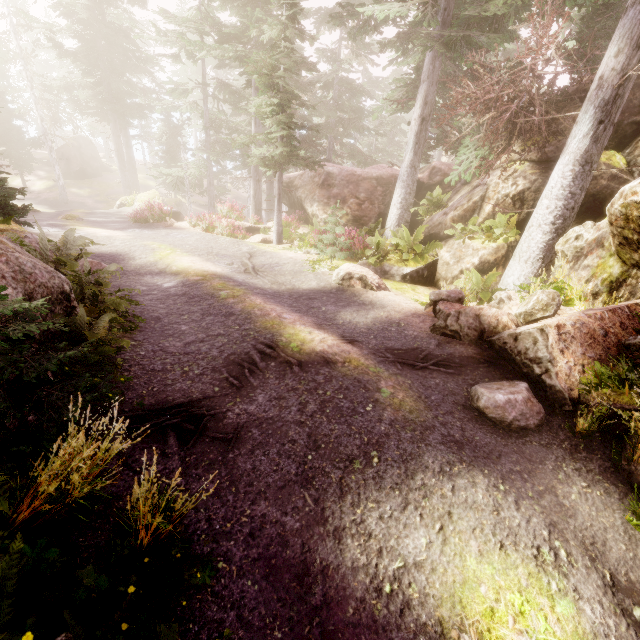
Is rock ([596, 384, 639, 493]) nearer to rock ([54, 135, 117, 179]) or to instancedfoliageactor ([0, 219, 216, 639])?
instancedfoliageactor ([0, 219, 216, 639])

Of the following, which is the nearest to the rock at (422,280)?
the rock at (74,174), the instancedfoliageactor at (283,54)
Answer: the instancedfoliageactor at (283,54)

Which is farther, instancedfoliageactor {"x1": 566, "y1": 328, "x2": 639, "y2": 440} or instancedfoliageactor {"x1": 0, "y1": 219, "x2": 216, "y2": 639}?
instancedfoliageactor {"x1": 566, "y1": 328, "x2": 639, "y2": 440}

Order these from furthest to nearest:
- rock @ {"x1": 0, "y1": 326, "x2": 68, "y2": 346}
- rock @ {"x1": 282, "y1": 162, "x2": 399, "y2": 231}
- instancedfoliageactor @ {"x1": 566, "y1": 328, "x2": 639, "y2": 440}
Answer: rock @ {"x1": 282, "y1": 162, "x2": 399, "y2": 231} < instancedfoliageactor @ {"x1": 566, "y1": 328, "x2": 639, "y2": 440} < rock @ {"x1": 0, "y1": 326, "x2": 68, "y2": 346}

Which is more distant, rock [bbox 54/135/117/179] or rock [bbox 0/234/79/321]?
rock [bbox 54/135/117/179]

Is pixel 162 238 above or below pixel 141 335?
below

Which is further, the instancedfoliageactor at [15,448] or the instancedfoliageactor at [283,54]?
the instancedfoliageactor at [283,54]
